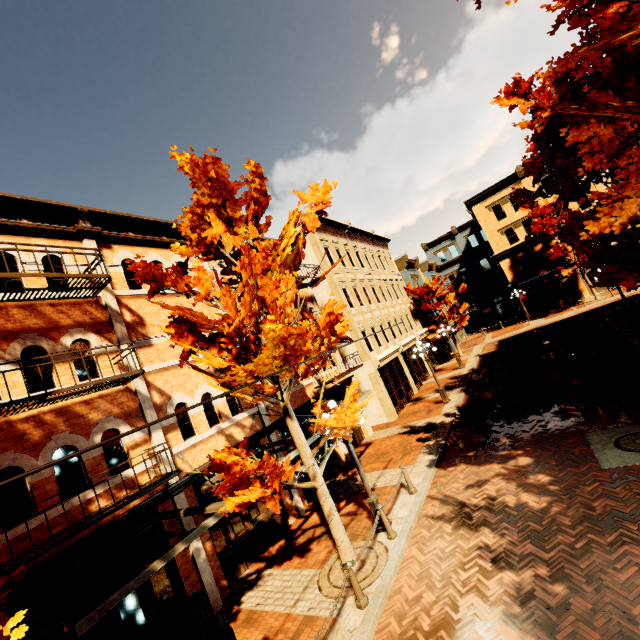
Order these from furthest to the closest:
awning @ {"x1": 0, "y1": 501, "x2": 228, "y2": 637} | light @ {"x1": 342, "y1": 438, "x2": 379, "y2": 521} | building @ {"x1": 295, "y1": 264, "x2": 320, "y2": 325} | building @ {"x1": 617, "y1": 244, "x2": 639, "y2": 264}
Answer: building @ {"x1": 617, "y1": 244, "x2": 639, "y2": 264} → building @ {"x1": 295, "y1": 264, "x2": 320, "y2": 325} → light @ {"x1": 342, "y1": 438, "x2": 379, "y2": 521} → awning @ {"x1": 0, "y1": 501, "x2": 228, "y2": 637}

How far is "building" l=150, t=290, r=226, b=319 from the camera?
10.95m

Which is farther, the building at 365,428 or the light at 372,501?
the building at 365,428

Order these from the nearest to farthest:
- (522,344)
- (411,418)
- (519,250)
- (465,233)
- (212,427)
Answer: (212,427) < (411,418) < (522,344) < (519,250) < (465,233)

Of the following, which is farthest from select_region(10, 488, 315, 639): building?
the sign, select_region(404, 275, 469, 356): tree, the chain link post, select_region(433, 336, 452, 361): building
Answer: select_region(433, 336, 452, 361): building

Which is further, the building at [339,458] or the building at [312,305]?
the building at [312,305]
